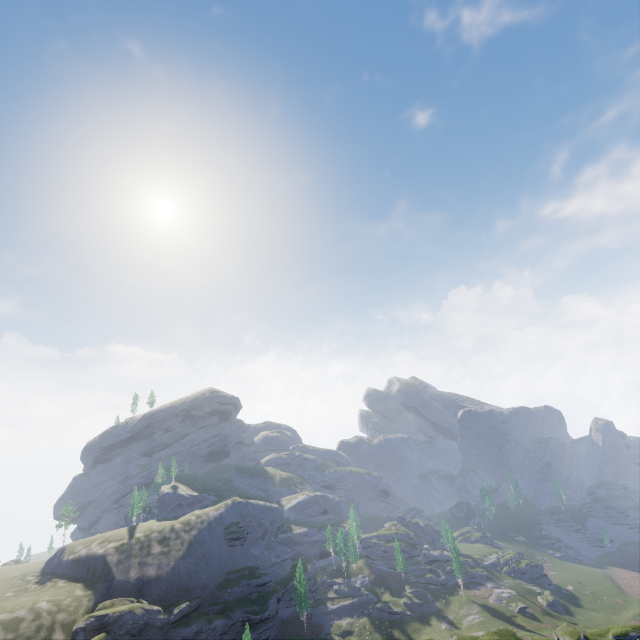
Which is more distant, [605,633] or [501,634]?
[605,633]
